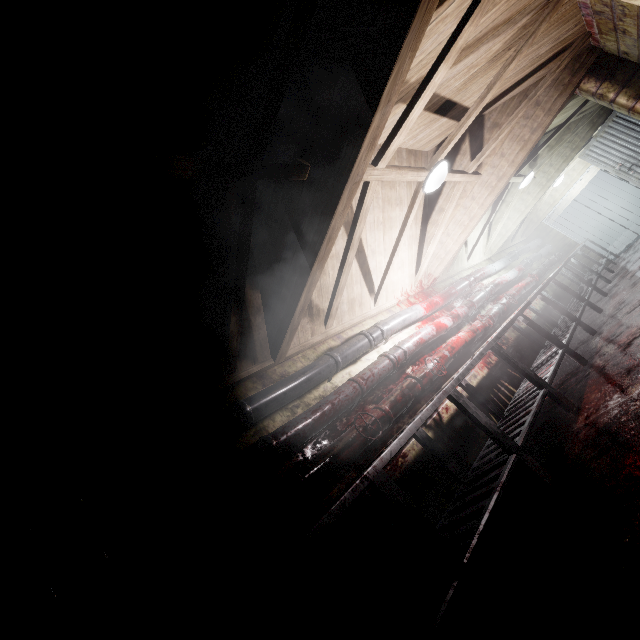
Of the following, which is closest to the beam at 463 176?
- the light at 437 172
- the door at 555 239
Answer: the light at 437 172

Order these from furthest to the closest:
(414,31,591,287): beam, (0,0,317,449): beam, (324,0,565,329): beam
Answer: (414,31,591,287): beam → (324,0,565,329): beam → (0,0,317,449): beam

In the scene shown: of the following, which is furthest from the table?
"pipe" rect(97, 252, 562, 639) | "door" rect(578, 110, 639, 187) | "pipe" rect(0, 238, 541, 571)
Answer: "door" rect(578, 110, 639, 187)

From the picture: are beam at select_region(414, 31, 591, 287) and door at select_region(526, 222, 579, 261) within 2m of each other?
no

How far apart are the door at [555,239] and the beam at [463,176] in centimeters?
652cm

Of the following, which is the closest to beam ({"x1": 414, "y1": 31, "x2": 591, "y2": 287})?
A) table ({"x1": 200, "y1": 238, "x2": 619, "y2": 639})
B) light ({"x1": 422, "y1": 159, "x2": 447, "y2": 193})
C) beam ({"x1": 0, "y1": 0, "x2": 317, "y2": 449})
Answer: light ({"x1": 422, "y1": 159, "x2": 447, "y2": 193})

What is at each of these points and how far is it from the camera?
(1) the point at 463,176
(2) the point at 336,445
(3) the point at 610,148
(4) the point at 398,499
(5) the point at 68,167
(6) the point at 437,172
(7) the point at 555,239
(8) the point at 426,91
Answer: (1) beam, 3.8m
(2) pipe, 2.4m
(3) door, 5.3m
(4) table, 1.6m
(5) beam, 1.2m
(6) light, 3.1m
(7) door, 9.0m
(8) beam, 2.1m

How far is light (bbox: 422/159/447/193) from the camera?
3.0m
